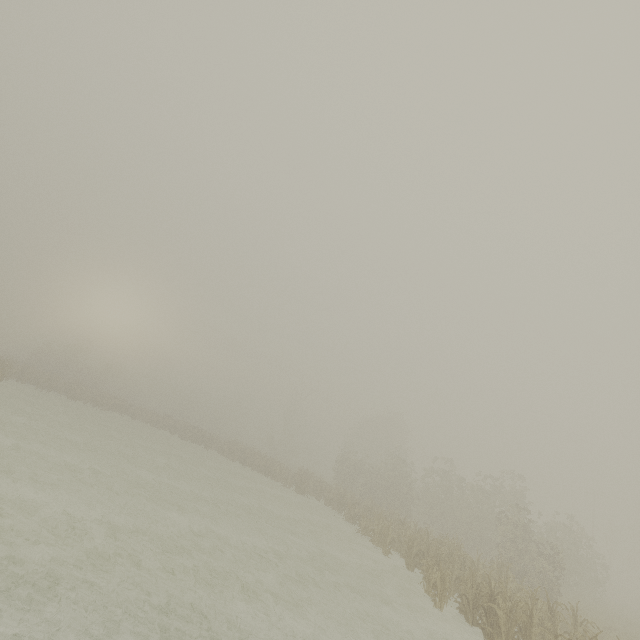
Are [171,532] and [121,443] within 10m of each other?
no
